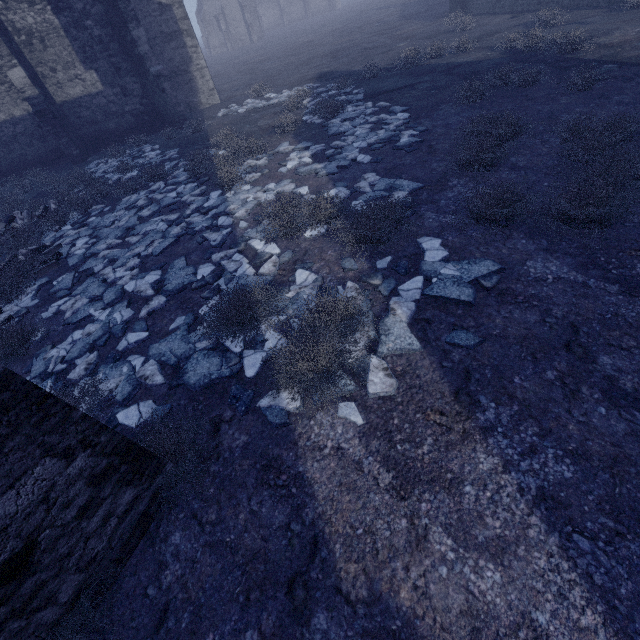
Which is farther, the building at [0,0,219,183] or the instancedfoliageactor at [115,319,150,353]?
the building at [0,0,219,183]

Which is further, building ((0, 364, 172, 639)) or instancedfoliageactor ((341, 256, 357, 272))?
instancedfoliageactor ((341, 256, 357, 272))

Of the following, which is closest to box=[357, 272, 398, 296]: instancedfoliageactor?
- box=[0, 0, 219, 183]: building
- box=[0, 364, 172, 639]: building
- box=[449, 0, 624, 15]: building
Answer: box=[0, 364, 172, 639]: building

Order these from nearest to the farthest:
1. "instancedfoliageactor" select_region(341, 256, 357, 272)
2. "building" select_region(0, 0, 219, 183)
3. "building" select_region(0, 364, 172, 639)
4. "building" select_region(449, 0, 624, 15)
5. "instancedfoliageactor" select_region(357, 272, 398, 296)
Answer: "building" select_region(0, 364, 172, 639), "instancedfoliageactor" select_region(357, 272, 398, 296), "instancedfoliageactor" select_region(341, 256, 357, 272), "building" select_region(0, 0, 219, 183), "building" select_region(449, 0, 624, 15)

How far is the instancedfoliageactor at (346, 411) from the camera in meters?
3.2 m

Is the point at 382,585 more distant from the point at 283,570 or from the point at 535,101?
the point at 535,101

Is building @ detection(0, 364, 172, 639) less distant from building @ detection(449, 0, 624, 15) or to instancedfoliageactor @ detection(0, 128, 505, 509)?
instancedfoliageactor @ detection(0, 128, 505, 509)
